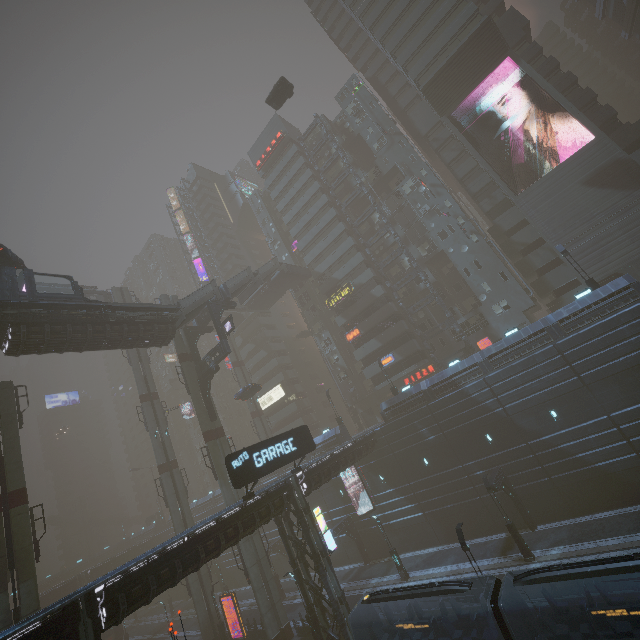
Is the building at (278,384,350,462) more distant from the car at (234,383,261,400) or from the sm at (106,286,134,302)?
the car at (234,383,261,400)

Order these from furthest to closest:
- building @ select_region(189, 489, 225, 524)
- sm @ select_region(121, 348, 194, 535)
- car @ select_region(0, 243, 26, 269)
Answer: building @ select_region(189, 489, 225, 524) → sm @ select_region(121, 348, 194, 535) → car @ select_region(0, 243, 26, 269)

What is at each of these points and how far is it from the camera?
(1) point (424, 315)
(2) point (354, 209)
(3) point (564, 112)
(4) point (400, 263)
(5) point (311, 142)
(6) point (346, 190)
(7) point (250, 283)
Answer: (1) building, 44.3 meters
(2) building, 52.4 meters
(3) building, 36.0 meters
(4) building, 46.6 meters
(5) building, 56.8 meters
(6) building, 52.2 meters
(7) stairs, 44.2 meters

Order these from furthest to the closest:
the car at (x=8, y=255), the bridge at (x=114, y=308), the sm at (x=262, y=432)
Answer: the sm at (x=262, y=432)
the car at (x=8, y=255)
the bridge at (x=114, y=308)

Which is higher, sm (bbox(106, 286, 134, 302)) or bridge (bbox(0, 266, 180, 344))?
sm (bbox(106, 286, 134, 302))

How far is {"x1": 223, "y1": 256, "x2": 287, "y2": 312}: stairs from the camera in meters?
40.3 m

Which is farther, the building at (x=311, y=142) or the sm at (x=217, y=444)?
the building at (x=311, y=142)

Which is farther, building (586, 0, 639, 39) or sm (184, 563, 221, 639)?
building (586, 0, 639, 39)
